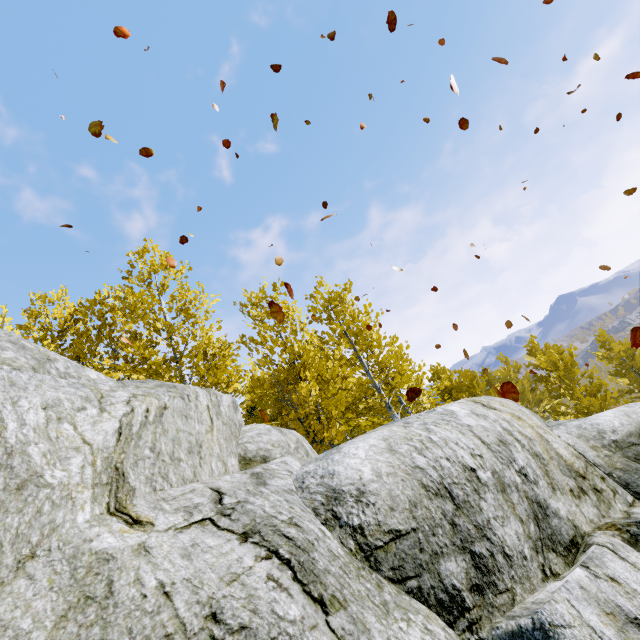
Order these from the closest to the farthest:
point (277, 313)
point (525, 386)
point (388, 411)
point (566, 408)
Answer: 1. point (277, 313)
2. point (388, 411)
3. point (566, 408)
4. point (525, 386)

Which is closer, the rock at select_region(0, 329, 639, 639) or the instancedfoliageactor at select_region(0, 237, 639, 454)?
the rock at select_region(0, 329, 639, 639)

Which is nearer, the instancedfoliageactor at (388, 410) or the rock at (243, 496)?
the rock at (243, 496)
